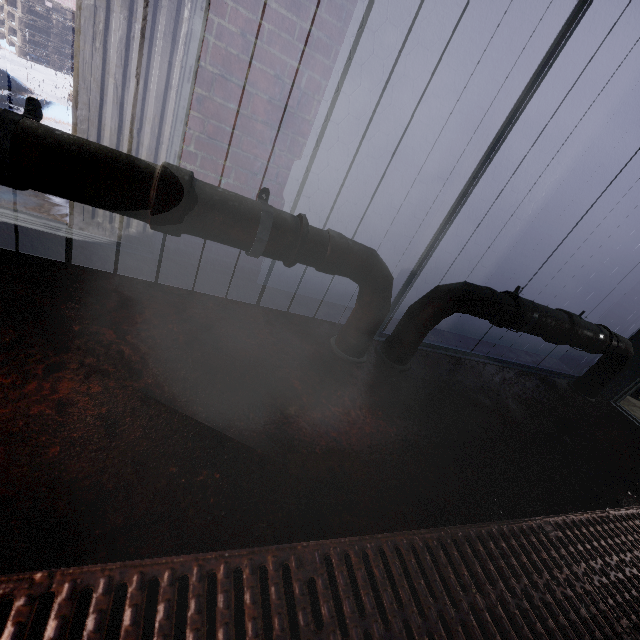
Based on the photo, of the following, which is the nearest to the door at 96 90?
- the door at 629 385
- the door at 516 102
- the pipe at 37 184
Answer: the pipe at 37 184

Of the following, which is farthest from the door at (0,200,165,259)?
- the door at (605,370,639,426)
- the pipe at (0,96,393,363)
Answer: the door at (605,370,639,426)

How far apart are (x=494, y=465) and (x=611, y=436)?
1.50m

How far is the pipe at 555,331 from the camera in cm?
166

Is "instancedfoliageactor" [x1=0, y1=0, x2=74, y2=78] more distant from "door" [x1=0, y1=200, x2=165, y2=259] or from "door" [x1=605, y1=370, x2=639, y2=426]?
"door" [x1=605, y1=370, x2=639, y2=426]

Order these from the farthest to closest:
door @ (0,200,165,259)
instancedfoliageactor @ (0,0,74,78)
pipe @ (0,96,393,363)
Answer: instancedfoliageactor @ (0,0,74,78), door @ (0,200,165,259), pipe @ (0,96,393,363)

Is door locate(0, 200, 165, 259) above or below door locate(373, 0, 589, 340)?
below

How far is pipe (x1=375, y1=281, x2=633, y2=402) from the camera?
1.66m
